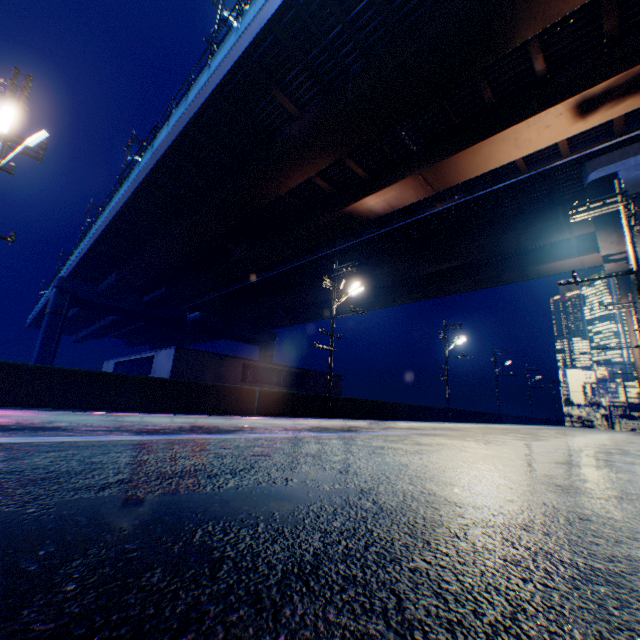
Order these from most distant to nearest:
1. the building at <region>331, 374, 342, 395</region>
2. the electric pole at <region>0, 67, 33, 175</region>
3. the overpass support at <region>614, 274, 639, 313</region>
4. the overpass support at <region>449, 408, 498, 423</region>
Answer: the building at <region>331, 374, 342, 395</region> → the overpass support at <region>449, 408, 498, 423</region> → the overpass support at <region>614, 274, 639, 313</region> → the electric pole at <region>0, 67, 33, 175</region>

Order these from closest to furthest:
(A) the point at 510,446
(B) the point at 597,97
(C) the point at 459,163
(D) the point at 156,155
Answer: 1. (A) the point at 510,446
2. (B) the point at 597,97
3. (C) the point at 459,163
4. (D) the point at 156,155

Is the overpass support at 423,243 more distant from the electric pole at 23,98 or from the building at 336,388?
the building at 336,388

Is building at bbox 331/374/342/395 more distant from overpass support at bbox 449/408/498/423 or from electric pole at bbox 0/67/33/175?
electric pole at bbox 0/67/33/175

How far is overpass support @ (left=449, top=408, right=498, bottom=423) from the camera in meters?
31.1 m

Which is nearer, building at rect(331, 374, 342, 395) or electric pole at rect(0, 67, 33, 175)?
electric pole at rect(0, 67, 33, 175)

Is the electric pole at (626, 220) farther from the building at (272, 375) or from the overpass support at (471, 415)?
the building at (272, 375)

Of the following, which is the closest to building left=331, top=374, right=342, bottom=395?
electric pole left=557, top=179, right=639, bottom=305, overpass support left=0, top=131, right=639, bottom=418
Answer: overpass support left=0, top=131, right=639, bottom=418
